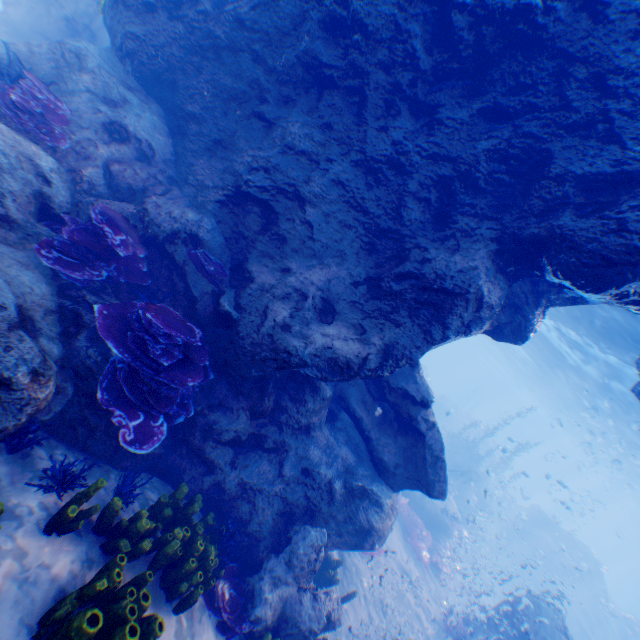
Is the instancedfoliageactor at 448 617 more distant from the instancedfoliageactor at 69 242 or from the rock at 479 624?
the instancedfoliageactor at 69 242

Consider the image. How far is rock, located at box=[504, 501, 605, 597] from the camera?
25.48m

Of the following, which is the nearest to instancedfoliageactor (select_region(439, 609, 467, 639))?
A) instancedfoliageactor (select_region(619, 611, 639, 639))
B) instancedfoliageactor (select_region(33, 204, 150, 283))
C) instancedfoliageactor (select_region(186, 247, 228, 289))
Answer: instancedfoliageactor (select_region(186, 247, 228, 289))

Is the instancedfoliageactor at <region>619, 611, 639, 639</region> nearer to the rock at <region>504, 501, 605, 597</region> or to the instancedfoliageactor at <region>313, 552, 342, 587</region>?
the rock at <region>504, 501, 605, 597</region>

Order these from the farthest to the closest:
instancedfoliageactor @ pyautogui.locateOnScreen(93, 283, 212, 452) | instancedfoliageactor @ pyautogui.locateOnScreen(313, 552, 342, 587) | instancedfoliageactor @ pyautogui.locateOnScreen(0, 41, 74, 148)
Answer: instancedfoliageactor @ pyautogui.locateOnScreen(313, 552, 342, 587), instancedfoliageactor @ pyautogui.locateOnScreen(0, 41, 74, 148), instancedfoliageactor @ pyautogui.locateOnScreen(93, 283, 212, 452)

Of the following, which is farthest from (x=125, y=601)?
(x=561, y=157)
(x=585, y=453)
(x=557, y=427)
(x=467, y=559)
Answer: (x=557, y=427)

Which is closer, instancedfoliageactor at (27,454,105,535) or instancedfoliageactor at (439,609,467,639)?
instancedfoliageactor at (27,454,105,535)

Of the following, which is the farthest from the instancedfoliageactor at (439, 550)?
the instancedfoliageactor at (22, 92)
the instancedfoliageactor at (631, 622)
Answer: the instancedfoliageactor at (631, 622)
